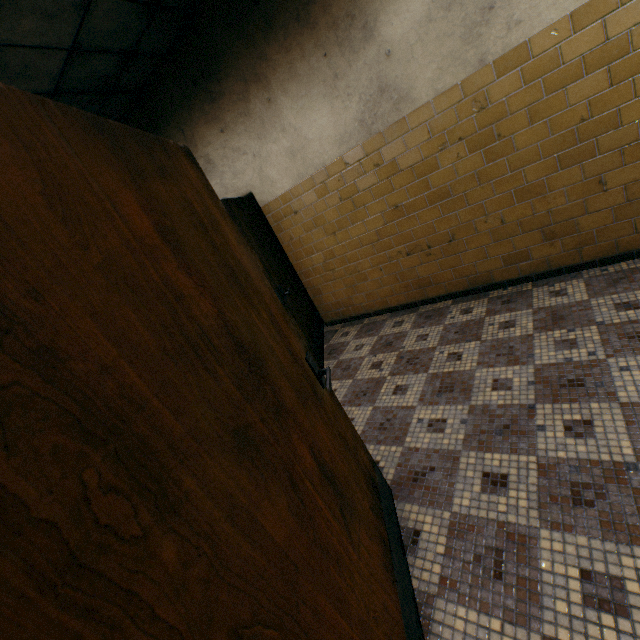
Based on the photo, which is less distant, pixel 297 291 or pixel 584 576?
pixel 584 576
